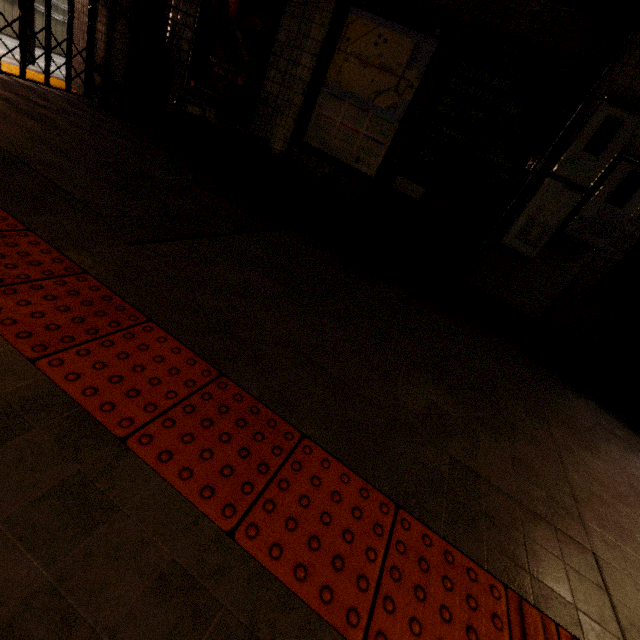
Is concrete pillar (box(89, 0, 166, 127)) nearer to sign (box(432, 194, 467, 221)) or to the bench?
the bench

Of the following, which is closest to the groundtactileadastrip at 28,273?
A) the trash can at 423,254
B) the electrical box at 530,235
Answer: the trash can at 423,254

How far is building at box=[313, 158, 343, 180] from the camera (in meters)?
4.31

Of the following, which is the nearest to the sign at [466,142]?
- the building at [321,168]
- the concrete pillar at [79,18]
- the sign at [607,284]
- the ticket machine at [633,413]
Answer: the building at [321,168]

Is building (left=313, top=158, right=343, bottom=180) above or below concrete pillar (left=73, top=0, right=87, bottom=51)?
below

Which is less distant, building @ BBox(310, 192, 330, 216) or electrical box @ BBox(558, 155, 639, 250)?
electrical box @ BBox(558, 155, 639, 250)

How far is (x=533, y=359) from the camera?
3.65m

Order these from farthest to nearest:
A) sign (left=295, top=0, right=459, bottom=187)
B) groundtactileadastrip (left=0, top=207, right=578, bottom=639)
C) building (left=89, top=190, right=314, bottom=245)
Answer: sign (left=295, top=0, right=459, bottom=187) < building (left=89, top=190, right=314, bottom=245) < groundtactileadastrip (left=0, top=207, right=578, bottom=639)
